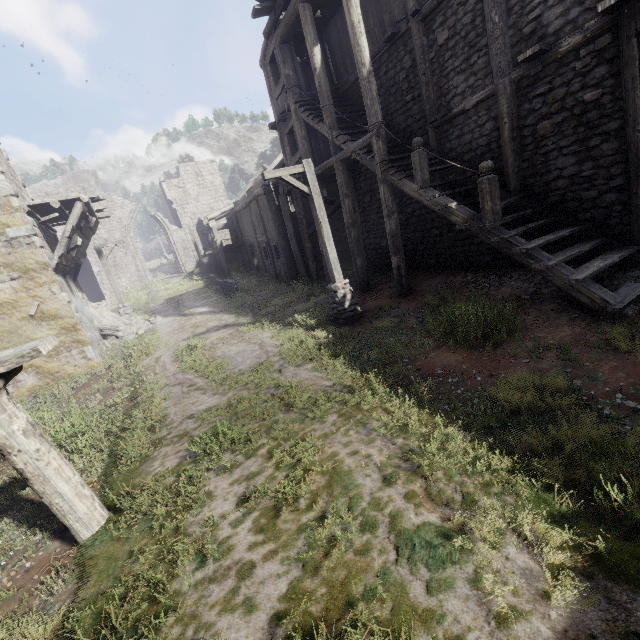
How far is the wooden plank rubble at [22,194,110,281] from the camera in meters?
11.7

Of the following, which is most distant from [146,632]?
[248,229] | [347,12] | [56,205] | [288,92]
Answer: [248,229]

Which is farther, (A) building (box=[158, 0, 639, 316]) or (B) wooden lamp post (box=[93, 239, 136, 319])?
(B) wooden lamp post (box=[93, 239, 136, 319])

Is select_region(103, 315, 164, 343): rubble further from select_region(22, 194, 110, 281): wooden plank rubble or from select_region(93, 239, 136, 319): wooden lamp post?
select_region(22, 194, 110, 281): wooden plank rubble

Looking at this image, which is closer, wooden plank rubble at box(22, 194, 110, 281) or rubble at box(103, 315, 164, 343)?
wooden plank rubble at box(22, 194, 110, 281)

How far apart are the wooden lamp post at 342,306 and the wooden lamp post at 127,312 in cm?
1315

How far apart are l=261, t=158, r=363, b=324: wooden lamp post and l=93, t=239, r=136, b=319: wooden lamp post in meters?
13.1

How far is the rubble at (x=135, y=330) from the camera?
15.7 meters
